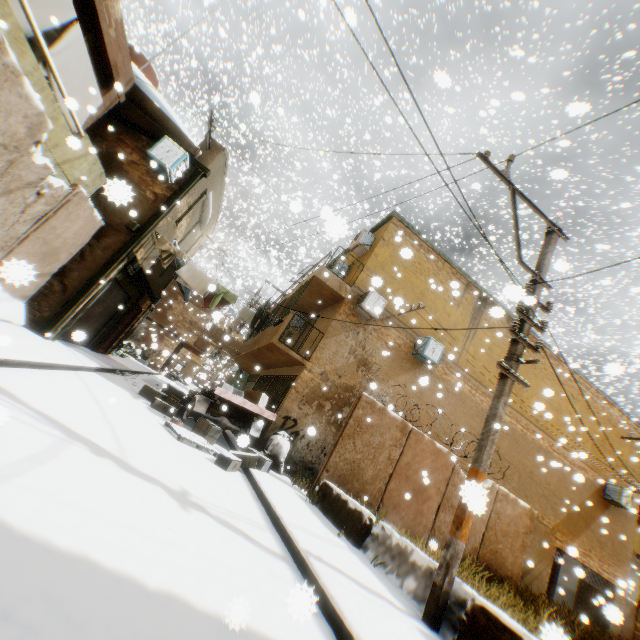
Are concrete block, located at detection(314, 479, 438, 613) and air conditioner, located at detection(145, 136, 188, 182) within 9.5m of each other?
yes

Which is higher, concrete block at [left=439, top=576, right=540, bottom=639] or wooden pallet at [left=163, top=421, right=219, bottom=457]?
concrete block at [left=439, top=576, right=540, bottom=639]

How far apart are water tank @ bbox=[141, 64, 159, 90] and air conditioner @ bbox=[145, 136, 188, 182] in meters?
0.8 m

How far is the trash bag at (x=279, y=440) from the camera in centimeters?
968cm

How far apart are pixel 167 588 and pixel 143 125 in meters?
11.9 m

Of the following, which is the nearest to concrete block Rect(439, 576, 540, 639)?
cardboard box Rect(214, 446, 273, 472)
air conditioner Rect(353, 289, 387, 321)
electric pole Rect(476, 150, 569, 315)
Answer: electric pole Rect(476, 150, 569, 315)

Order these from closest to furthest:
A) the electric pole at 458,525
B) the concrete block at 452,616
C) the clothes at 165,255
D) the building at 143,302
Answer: the concrete block at 452,616 → the electric pole at 458,525 → the building at 143,302 → the clothes at 165,255

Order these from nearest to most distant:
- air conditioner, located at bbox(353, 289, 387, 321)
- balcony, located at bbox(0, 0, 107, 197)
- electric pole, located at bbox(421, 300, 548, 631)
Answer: electric pole, located at bbox(421, 300, 548, 631)
balcony, located at bbox(0, 0, 107, 197)
air conditioner, located at bbox(353, 289, 387, 321)
